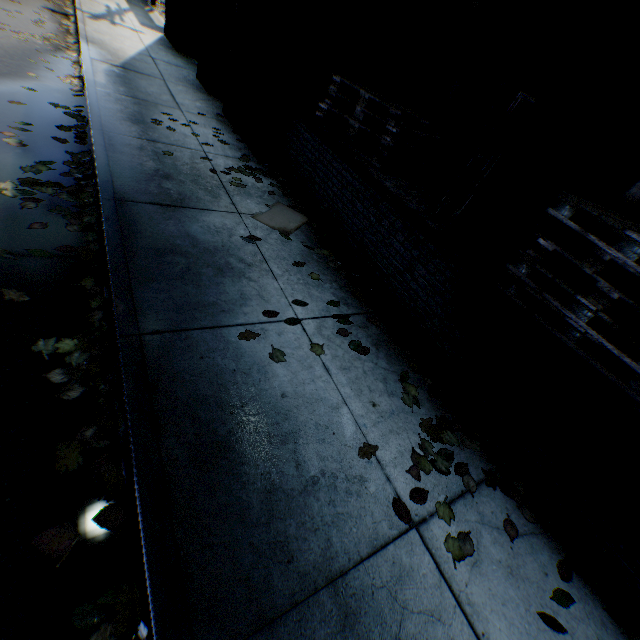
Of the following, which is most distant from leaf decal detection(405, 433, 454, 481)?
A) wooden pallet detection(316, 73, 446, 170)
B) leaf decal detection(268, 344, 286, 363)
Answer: wooden pallet detection(316, 73, 446, 170)

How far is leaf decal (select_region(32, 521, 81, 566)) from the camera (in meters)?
1.54

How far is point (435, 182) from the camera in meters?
5.0 m

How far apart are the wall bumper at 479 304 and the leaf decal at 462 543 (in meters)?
0.30

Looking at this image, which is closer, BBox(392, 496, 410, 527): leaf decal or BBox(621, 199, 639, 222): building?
BBox(392, 496, 410, 527): leaf decal

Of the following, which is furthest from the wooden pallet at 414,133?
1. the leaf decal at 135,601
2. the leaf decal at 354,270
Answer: the leaf decal at 135,601

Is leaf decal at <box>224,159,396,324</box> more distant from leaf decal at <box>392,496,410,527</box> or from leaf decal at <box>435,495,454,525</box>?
leaf decal at <box>392,496,410,527</box>

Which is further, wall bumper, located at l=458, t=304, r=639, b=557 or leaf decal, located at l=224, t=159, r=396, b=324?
leaf decal, located at l=224, t=159, r=396, b=324
